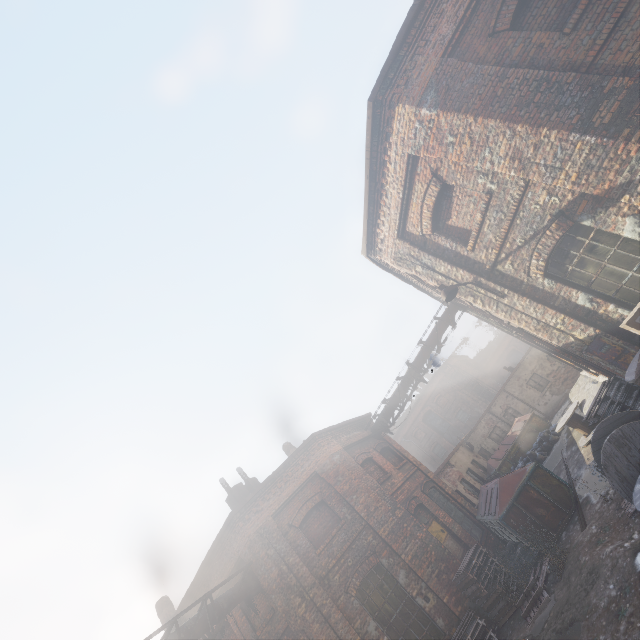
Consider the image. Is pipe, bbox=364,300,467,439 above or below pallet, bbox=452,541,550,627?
above

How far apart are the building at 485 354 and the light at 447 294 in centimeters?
5185cm

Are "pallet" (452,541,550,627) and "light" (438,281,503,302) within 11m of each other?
yes

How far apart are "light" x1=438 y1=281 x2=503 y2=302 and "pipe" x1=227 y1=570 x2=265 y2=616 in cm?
1121

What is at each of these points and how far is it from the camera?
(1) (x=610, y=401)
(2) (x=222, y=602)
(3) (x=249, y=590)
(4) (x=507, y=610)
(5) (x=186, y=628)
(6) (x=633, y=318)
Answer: (1) pallet, 7.46m
(2) pipe, 9.98m
(3) pipe, 10.78m
(4) pallet, 8.90m
(5) pipe, 9.00m
(6) carton, 4.68m

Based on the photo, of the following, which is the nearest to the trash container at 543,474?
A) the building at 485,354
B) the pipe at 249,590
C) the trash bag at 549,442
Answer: the trash bag at 549,442

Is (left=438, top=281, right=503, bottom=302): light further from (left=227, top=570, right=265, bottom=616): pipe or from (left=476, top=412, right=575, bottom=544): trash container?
(left=227, top=570, right=265, bottom=616): pipe

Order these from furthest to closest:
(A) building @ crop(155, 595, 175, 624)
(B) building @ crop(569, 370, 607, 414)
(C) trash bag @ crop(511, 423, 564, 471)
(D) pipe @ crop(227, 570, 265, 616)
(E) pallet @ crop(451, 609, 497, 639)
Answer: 1. (C) trash bag @ crop(511, 423, 564, 471)
2. (A) building @ crop(155, 595, 175, 624)
3. (B) building @ crop(569, 370, 607, 414)
4. (D) pipe @ crop(227, 570, 265, 616)
5. (E) pallet @ crop(451, 609, 497, 639)
